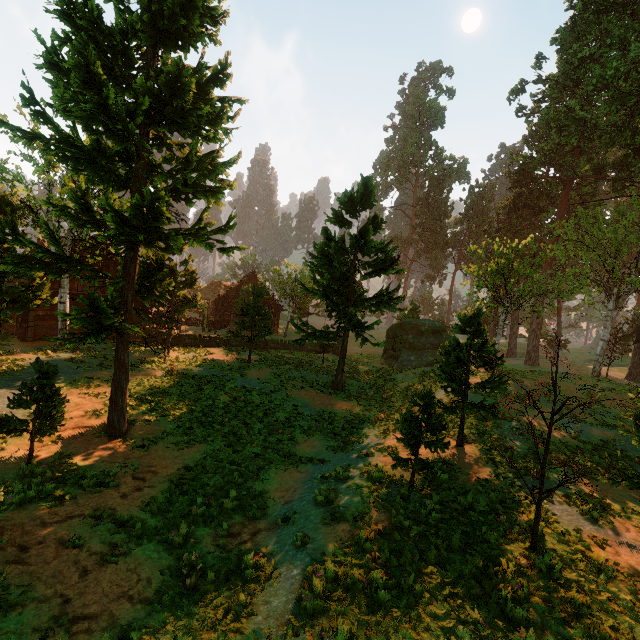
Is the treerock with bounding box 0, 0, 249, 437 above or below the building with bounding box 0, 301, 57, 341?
above

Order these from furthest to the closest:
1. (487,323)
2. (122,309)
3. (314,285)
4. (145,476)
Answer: (487,323)
(314,285)
(145,476)
(122,309)

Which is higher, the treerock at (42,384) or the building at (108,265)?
the building at (108,265)

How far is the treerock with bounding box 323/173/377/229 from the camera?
19.79m

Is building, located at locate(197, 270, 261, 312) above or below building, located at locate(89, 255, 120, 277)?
below

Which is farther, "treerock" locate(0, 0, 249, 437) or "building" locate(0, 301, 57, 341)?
"building" locate(0, 301, 57, 341)

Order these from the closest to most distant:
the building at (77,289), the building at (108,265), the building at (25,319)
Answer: the building at (25,319), the building at (77,289), the building at (108,265)

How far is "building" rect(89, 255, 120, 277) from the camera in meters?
25.5 m
